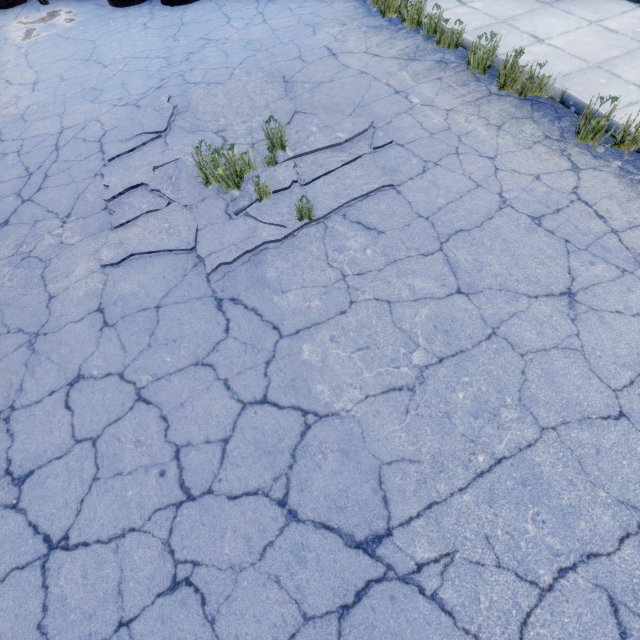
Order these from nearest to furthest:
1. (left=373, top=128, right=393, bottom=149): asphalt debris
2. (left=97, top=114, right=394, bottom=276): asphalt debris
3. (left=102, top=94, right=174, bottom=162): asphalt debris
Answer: (left=97, top=114, right=394, bottom=276): asphalt debris < (left=373, top=128, right=393, bottom=149): asphalt debris < (left=102, top=94, right=174, bottom=162): asphalt debris

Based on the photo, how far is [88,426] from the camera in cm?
266

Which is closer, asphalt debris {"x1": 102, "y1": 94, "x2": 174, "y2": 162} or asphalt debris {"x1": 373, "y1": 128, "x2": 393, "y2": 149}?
asphalt debris {"x1": 373, "y1": 128, "x2": 393, "y2": 149}

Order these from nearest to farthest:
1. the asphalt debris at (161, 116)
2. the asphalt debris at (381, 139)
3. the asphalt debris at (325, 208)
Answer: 1. the asphalt debris at (325, 208)
2. the asphalt debris at (381, 139)
3. the asphalt debris at (161, 116)

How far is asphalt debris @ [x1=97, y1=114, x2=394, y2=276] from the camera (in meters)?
3.54

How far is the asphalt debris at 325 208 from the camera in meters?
3.5
